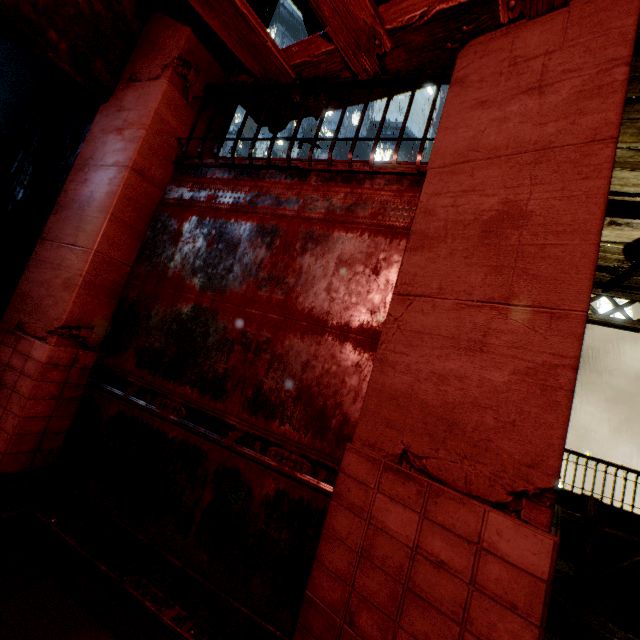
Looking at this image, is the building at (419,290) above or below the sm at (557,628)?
above

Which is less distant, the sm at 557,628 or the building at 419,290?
the building at 419,290

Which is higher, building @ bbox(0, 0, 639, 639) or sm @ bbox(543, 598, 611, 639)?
building @ bbox(0, 0, 639, 639)

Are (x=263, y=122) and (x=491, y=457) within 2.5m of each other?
no

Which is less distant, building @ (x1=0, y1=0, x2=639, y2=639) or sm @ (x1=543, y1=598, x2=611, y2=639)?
building @ (x1=0, y1=0, x2=639, y2=639)
